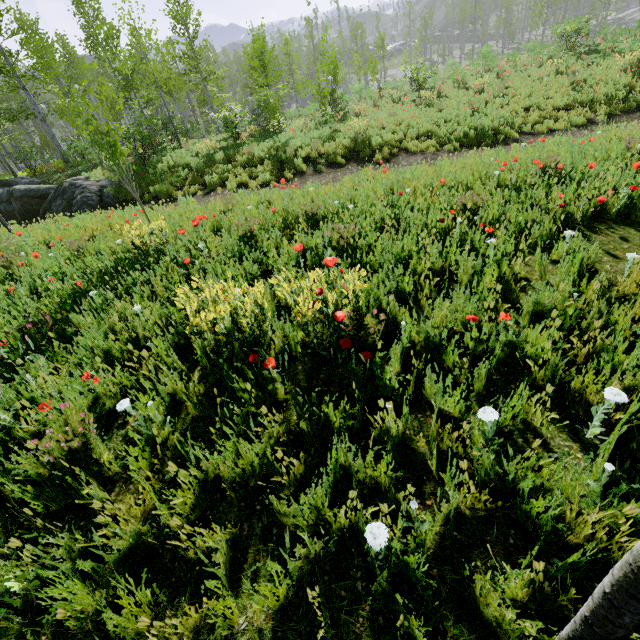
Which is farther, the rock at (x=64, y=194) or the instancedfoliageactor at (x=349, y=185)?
the rock at (x=64, y=194)

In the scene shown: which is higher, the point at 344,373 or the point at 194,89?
the point at 194,89

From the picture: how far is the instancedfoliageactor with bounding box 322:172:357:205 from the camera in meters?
5.8

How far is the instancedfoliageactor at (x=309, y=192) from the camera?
6.3m

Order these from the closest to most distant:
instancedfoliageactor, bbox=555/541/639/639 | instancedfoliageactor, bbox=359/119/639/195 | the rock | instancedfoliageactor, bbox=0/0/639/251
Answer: instancedfoliageactor, bbox=555/541/639/639 < instancedfoliageactor, bbox=359/119/639/195 < instancedfoliageactor, bbox=0/0/639/251 < the rock

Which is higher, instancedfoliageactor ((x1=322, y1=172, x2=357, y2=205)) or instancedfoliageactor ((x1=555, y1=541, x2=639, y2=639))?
instancedfoliageactor ((x1=555, y1=541, x2=639, y2=639))
